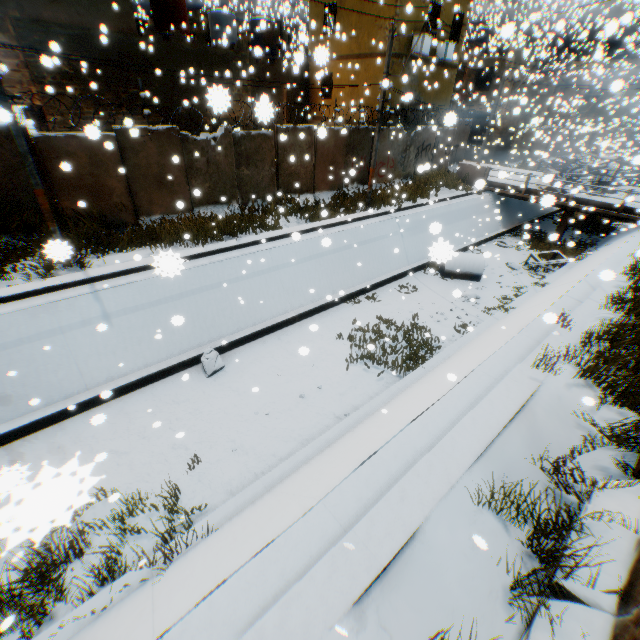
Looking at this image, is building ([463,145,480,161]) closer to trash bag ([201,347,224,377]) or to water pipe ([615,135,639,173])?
water pipe ([615,135,639,173])

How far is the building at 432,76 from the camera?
17.73m

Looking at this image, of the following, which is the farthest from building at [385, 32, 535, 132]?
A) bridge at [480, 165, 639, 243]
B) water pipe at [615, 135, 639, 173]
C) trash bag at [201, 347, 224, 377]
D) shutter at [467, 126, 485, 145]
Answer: trash bag at [201, 347, 224, 377]

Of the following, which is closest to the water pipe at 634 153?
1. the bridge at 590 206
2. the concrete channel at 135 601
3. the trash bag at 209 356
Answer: the concrete channel at 135 601

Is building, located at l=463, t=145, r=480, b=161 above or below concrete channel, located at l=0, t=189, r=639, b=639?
above

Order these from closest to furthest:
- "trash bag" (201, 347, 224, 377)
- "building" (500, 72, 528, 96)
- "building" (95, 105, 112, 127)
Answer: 1. "trash bag" (201, 347, 224, 377)
2. "building" (95, 105, 112, 127)
3. "building" (500, 72, 528, 96)

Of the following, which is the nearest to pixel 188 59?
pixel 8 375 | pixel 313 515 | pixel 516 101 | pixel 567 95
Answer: pixel 8 375

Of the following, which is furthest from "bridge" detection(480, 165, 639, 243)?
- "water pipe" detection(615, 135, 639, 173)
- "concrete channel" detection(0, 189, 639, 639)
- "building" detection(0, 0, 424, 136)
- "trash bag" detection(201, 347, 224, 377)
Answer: "trash bag" detection(201, 347, 224, 377)
